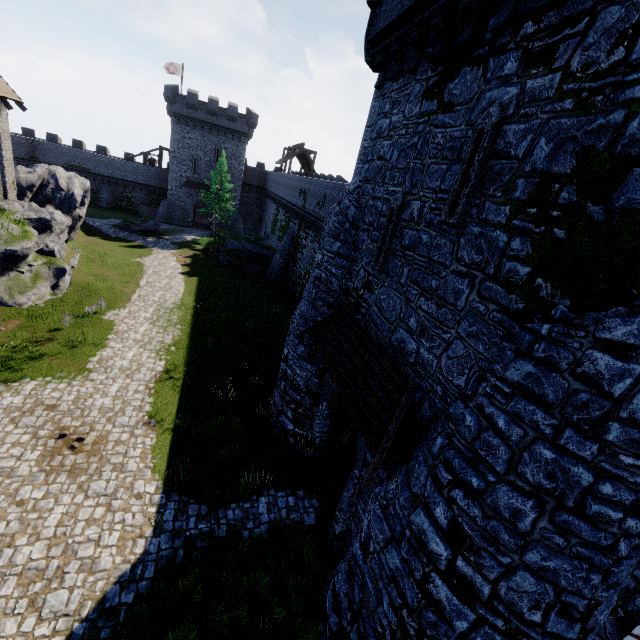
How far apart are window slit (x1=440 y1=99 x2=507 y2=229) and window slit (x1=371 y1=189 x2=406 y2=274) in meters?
1.5 m

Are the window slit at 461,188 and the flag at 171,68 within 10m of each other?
no

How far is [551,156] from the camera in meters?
4.7

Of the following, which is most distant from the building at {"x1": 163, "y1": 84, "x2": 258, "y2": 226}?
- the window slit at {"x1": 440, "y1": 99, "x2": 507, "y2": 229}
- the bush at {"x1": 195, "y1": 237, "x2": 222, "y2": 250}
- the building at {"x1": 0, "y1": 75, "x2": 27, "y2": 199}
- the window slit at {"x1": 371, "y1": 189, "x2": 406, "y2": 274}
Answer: the window slit at {"x1": 440, "y1": 99, "x2": 507, "y2": 229}

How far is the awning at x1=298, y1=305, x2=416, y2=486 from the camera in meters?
6.5

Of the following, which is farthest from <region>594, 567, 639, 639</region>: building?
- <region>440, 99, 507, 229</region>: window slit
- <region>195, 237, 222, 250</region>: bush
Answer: <region>195, 237, 222, 250</region>: bush

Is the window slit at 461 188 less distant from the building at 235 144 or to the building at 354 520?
the building at 354 520

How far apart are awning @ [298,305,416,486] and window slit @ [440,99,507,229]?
3.1 meters
